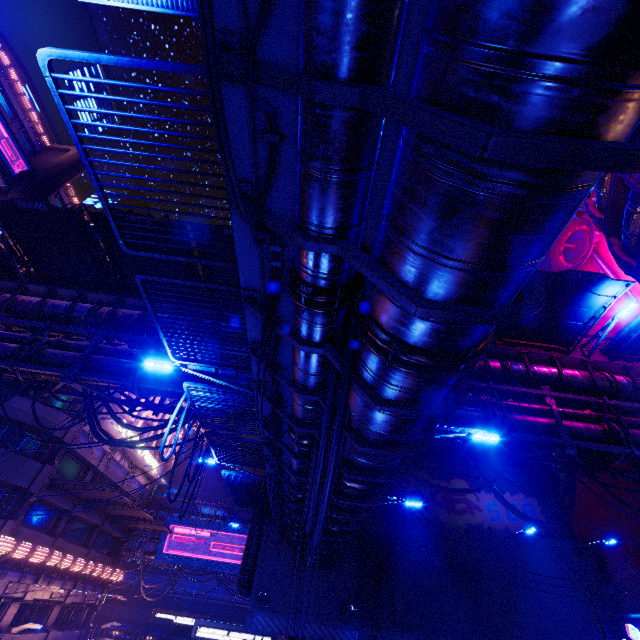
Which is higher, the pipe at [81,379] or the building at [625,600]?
the pipe at [81,379]

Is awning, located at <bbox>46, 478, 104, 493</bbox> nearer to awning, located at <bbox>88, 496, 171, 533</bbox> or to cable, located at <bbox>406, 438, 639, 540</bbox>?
awning, located at <bbox>88, 496, 171, 533</bbox>

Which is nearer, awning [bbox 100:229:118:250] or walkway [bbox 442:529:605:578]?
awning [bbox 100:229:118:250]

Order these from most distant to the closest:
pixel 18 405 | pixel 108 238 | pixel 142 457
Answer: pixel 142 457, pixel 18 405, pixel 108 238

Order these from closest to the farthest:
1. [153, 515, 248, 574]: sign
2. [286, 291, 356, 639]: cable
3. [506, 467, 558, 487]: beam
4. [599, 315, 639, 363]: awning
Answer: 1. [286, 291, 356, 639]: cable
2. [599, 315, 639, 363]: awning
3. [506, 467, 558, 487]: beam
4. [153, 515, 248, 574]: sign

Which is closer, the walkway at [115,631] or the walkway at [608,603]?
the walkway at [608,603]

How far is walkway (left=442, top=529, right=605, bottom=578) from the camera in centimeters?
1911cm

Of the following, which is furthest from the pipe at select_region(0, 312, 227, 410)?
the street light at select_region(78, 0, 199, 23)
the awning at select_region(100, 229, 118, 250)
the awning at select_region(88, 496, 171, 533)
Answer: the awning at select_region(88, 496, 171, 533)
